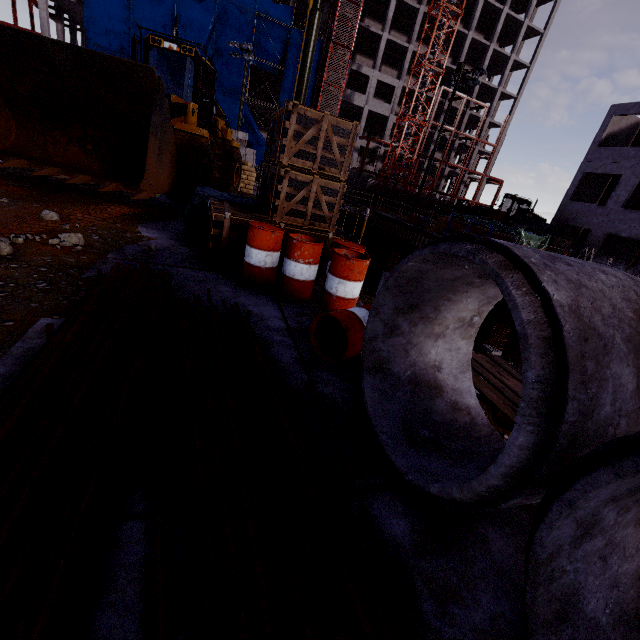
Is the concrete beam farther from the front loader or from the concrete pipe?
the concrete pipe

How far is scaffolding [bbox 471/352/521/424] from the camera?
3.9 meters

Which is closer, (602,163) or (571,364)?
(571,364)

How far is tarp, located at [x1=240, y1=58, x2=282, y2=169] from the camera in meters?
37.5 m

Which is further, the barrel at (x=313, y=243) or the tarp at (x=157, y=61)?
the tarp at (x=157, y=61)

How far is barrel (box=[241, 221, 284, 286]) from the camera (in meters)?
4.80

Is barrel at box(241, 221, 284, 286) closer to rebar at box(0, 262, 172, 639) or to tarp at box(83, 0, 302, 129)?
rebar at box(0, 262, 172, 639)

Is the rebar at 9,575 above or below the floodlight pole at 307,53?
below
